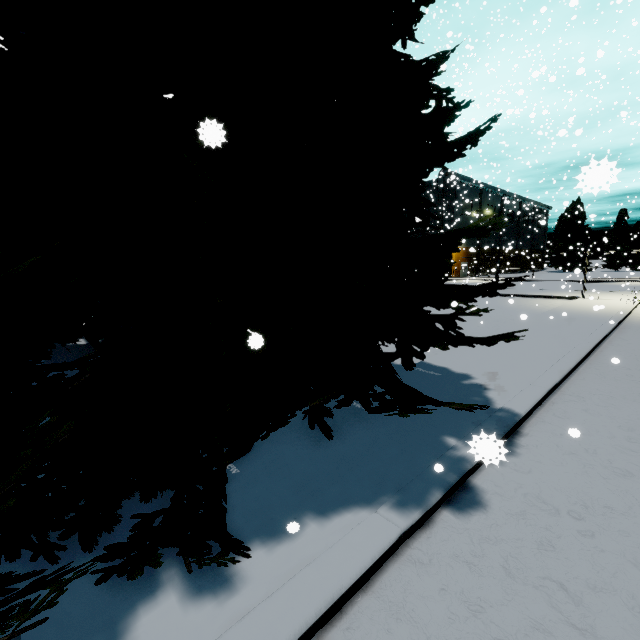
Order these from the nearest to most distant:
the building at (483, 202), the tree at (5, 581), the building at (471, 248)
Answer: the tree at (5, 581), the building at (483, 202), the building at (471, 248)

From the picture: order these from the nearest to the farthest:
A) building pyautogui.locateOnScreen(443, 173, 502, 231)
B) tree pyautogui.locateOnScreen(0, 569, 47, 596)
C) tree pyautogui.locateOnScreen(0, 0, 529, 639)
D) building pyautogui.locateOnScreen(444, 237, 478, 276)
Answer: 1. tree pyautogui.locateOnScreen(0, 569, 47, 596)
2. tree pyautogui.locateOnScreen(0, 0, 529, 639)
3. building pyautogui.locateOnScreen(443, 173, 502, 231)
4. building pyautogui.locateOnScreen(444, 237, 478, 276)

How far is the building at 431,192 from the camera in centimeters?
4433cm

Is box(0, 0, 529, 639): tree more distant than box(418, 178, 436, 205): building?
No

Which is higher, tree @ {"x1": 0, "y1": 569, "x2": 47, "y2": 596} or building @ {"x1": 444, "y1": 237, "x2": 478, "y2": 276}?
building @ {"x1": 444, "y1": 237, "x2": 478, "y2": 276}

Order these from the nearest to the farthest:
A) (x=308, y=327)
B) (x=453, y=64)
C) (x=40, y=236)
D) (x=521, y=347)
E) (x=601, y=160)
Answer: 1. (x=601, y=160)
2. (x=40, y=236)
3. (x=308, y=327)
4. (x=521, y=347)
5. (x=453, y=64)

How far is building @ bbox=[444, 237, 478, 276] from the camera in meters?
42.5 m
